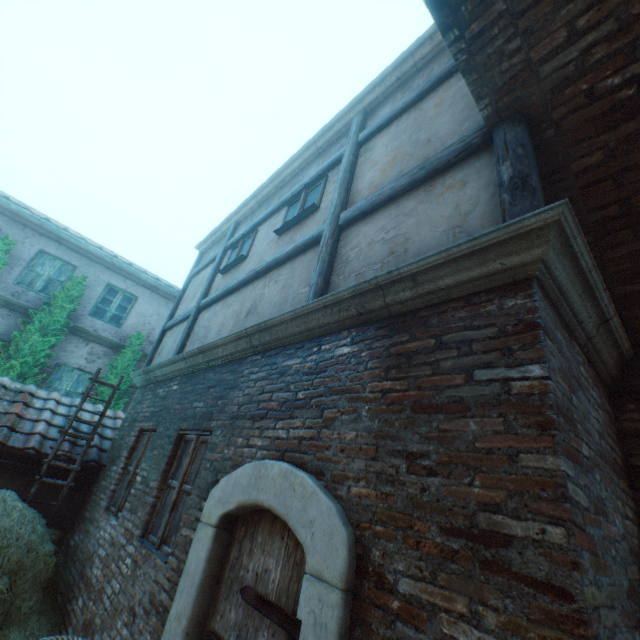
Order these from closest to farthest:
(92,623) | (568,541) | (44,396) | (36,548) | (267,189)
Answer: (568,541) → (92,623) → (36,548) → (267,189) → (44,396)

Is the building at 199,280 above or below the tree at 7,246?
below

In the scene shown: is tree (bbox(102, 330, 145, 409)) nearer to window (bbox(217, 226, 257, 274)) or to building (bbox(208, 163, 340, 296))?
building (bbox(208, 163, 340, 296))

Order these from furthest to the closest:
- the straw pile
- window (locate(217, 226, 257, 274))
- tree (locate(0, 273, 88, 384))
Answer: tree (locate(0, 273, 88, 384)) → window (locate(217, 226, 257, 274)) → the straw pile

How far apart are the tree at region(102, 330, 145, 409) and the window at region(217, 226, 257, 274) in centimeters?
545cm

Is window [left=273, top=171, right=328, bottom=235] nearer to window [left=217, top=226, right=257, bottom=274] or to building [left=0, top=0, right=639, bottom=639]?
building [left=0, top=0, right=639, bottom=639]

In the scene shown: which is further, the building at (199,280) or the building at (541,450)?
the building at (199,280)

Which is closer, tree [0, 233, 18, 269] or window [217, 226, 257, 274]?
window [217, 226, 257, 274]
